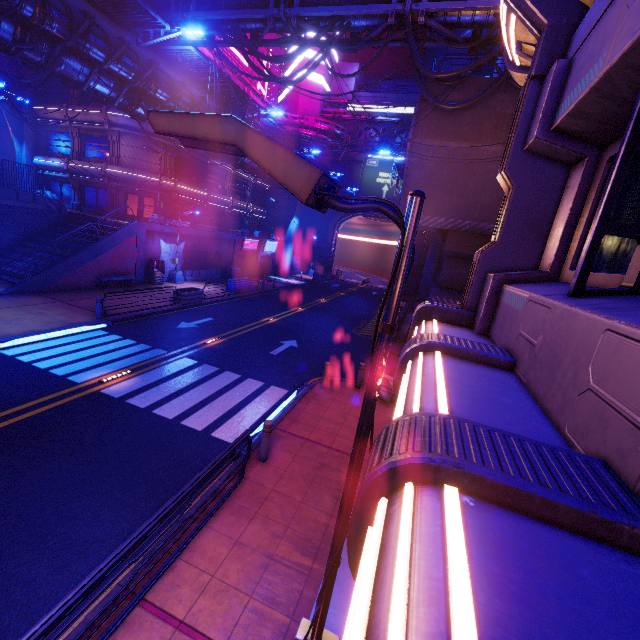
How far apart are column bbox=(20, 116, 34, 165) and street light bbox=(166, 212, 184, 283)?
19.2 meters

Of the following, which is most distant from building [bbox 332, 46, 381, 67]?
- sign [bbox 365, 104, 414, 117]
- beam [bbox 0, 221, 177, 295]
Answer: beam [bbox 0, 221, 177, 295]

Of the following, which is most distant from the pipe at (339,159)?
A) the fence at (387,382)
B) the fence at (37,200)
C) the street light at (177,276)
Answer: the fence at (387,382)

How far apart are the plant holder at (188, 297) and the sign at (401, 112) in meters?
38.5

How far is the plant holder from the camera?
20.8 meters

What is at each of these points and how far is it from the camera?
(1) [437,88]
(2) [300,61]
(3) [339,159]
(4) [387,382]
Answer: (1) walkway, 14.57m
(2) building, 45.22m
(3) pipe, 43.06m
(4) fence, 12.35m

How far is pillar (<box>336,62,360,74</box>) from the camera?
46.0m

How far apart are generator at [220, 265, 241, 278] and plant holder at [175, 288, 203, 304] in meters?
10.6
